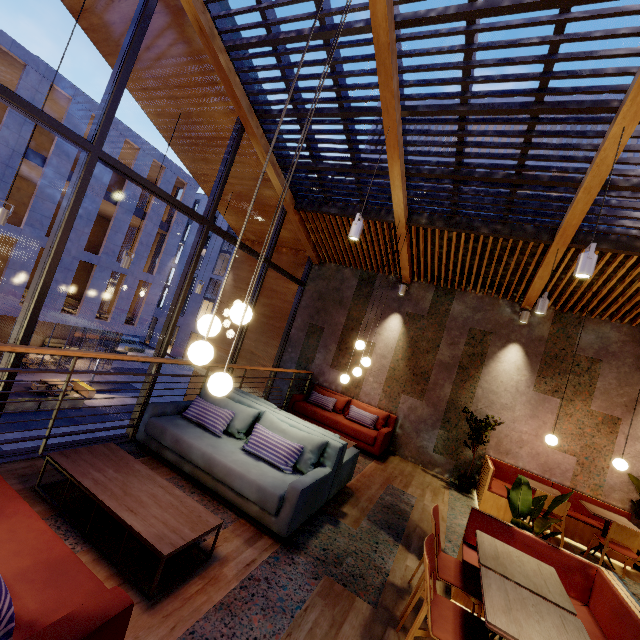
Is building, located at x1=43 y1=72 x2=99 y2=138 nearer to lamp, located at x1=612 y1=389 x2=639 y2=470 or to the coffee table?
the coffee table

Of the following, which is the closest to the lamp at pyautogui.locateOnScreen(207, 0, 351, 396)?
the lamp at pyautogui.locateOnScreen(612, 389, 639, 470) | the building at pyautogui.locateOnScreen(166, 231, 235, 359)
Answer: the lamp at pyautogui.locateOnScreen(612, 389, 639, 470)

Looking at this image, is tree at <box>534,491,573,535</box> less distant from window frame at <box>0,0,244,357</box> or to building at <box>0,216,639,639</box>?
building at <box>0,216,639,639</box>

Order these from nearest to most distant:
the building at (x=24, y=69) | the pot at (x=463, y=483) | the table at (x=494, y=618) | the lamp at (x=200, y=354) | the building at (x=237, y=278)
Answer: the table at (x=494, y=618), the lamp at (x=200, y=354), the pot at (x=463, y=483), the building at (x=237, y=278), the building at (x=24, y=69)

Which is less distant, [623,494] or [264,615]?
[264,615]

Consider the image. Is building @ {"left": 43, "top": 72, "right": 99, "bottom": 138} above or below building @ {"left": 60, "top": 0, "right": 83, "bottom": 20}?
above

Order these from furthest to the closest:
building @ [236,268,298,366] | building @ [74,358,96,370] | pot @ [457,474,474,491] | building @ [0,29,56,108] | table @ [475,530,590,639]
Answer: building @ [74,358,96,370] → building @ [0,29,56,108] → building @ [236,268,298,366] → pot @ [457,474,474,491] → table @ [475,530,590,639]

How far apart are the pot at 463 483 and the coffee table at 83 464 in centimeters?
560cm
